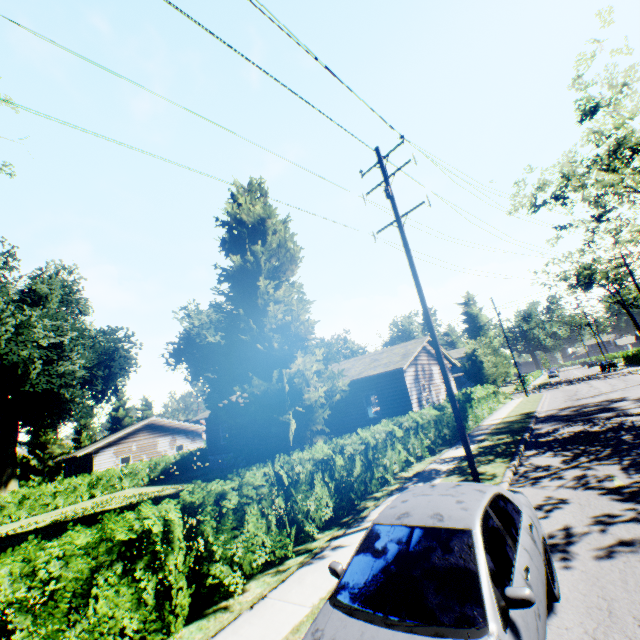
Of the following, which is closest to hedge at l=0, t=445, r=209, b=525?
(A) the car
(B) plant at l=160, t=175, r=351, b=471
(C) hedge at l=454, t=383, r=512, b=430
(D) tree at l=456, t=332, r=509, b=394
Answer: (B) plant at l=160, t=175, r=351, b=471

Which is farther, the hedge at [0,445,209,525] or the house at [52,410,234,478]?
the house at [52,410,234,478]

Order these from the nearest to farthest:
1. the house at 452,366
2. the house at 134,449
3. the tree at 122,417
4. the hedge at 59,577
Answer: the hedge at 59,577 → the house at 452,366 → the house at 134,449 → the tree at 122,417

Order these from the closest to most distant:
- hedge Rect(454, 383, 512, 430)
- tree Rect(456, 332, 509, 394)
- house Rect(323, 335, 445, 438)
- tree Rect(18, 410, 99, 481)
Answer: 1. house Rect(323, 335, 445, 438)
2. hedge Rect(454, 383, 512, 430)
3. tree Rect(456, 332, 509, 394)
4. tree Rect(18, 410, 99, 481)

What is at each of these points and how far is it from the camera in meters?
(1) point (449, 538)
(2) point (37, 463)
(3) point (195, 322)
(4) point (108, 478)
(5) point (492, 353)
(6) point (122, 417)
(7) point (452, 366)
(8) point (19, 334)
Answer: (1) car, 3.5
(2) tree, 44.6
(3) plant, 44.9
(4) hedge, 26.1
(5) tree, 33.3
(6) tree, 56.0
(7) house, 28.2
(8) plant, 27.3

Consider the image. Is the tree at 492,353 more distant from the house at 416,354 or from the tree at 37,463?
the tree at 37,463

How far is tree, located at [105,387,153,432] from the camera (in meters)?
55.09
